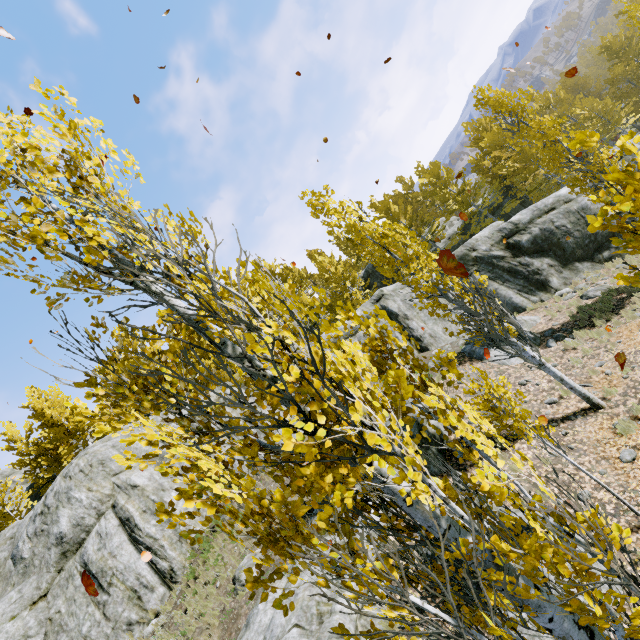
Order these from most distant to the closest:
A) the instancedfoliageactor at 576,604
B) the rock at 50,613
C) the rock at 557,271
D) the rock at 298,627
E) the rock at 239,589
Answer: the rock at 557,271, the rock at 50,613, the rock at 239,589, the rock at 298,627, the instancedfoliageactor at 576,604

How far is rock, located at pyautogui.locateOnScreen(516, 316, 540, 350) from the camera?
13.75m

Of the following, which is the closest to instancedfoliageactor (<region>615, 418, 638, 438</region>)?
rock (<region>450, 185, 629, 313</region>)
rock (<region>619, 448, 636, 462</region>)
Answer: rock (<region>450, 185, 629, 313</region>)

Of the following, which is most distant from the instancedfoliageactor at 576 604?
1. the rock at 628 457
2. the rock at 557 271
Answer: the rock at 628 457

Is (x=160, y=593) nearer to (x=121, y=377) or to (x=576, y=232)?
(x=121, y=377)
